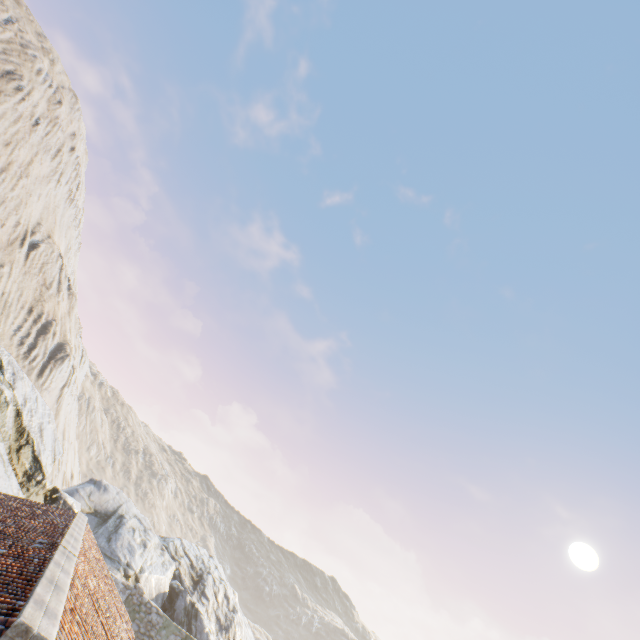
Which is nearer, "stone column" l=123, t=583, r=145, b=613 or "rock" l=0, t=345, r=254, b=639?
"rock" l=0, t=345, r=254, b=639

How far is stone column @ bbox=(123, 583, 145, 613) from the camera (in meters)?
17.62

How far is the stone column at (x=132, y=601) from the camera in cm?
1762

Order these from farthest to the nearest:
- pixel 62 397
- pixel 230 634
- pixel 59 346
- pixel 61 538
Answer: pixel 59 346, pixel 62 397, pixel 230 634, pixel 61 538

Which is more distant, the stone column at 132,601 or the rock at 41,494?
the stone column at 132,601

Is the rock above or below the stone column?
above
